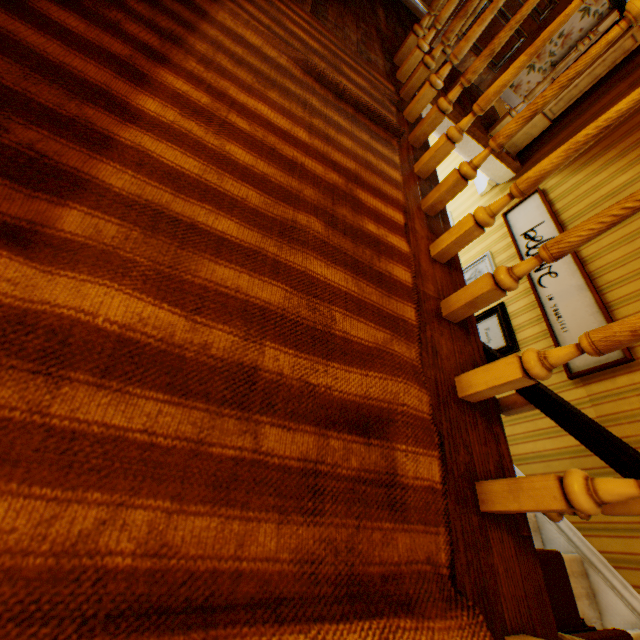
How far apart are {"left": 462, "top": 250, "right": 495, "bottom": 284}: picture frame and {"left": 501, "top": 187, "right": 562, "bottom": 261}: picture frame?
0.26m

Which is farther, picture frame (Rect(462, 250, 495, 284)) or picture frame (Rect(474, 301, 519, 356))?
picture frame (Rect(462, 250, 495, 284))

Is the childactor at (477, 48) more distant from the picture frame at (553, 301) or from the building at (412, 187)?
the picture frame at (553, 301)

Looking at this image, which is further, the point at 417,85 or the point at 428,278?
the point at 417,85

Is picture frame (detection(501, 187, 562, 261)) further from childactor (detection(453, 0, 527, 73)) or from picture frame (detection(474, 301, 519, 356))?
childactor (detection(453, 0, 527, 73))

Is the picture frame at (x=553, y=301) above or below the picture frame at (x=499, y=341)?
above

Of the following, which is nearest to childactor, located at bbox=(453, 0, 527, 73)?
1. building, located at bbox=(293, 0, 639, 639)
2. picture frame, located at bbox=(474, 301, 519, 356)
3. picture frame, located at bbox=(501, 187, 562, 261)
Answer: building, located at bbox=(293, 0, 639, 639)

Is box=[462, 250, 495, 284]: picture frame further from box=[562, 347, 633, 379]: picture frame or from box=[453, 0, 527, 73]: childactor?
box=[453, 0, 527, 73]: childactor
